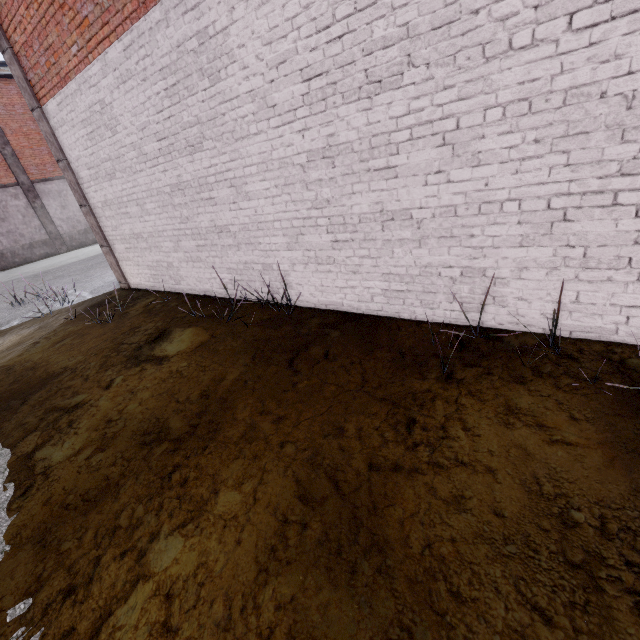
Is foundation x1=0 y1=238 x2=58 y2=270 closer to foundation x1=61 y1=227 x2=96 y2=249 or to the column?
the column

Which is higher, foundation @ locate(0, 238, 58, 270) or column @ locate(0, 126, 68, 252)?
column @ locate(0, 126, 68, 252)

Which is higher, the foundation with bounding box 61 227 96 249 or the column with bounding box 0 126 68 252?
→ the column with bounding box 0 126 68 252

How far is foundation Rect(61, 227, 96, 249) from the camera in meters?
19.8 m

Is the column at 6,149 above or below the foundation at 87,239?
above

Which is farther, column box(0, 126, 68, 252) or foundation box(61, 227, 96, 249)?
foundation box(61, 227, 96, 249)

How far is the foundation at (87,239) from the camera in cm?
1978

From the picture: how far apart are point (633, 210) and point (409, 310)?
2.16m
